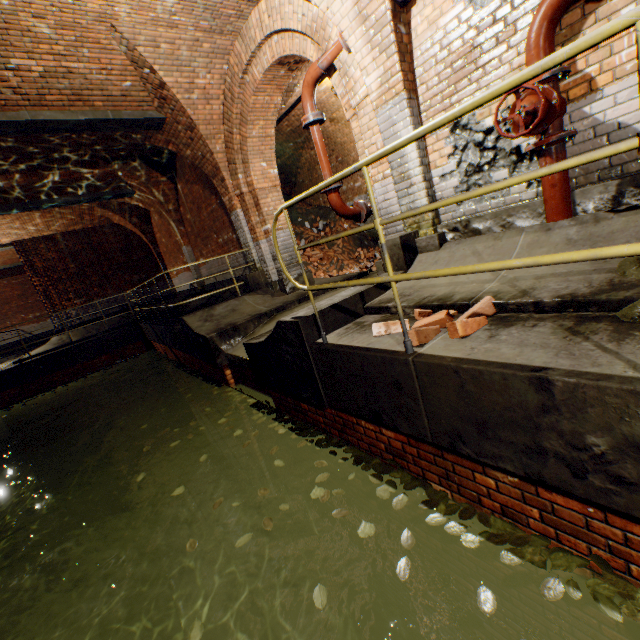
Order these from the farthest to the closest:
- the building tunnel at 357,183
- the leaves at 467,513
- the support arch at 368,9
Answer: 1. the building tunnel at 357,183
2. the support arch at 368,9
3. the leaves at 467,513

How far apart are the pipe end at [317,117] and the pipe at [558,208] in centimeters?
319cm

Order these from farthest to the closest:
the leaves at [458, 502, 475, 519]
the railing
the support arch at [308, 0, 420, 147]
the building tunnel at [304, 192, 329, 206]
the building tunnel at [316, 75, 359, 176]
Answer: the building tunnel at [304, 192, 329, 206], the building tunnel at [316, 75, 359, 176], the support arch at [308, 0, 420, 147], the leaves at [458, 502, 475, 519], the railing

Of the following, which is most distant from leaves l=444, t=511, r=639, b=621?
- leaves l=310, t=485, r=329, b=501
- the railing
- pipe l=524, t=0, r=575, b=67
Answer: pipe l=524, t=0, r=575, b=67

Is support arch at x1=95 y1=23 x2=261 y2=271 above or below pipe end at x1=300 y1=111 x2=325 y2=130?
above

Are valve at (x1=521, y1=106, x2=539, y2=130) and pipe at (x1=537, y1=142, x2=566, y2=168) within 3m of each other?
yes

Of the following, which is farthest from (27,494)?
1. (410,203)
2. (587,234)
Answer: (587,234)

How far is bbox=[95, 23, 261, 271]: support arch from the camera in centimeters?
533cm
